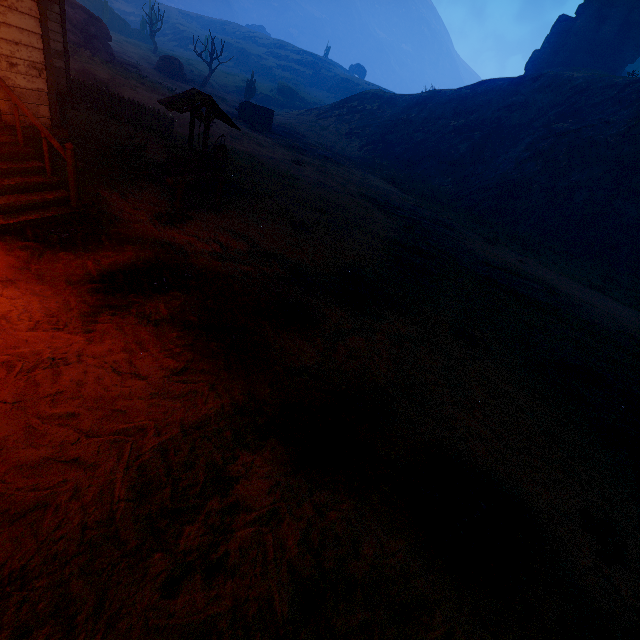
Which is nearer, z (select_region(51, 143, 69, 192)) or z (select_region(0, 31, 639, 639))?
z (select_region(0, 31, 639, 639))

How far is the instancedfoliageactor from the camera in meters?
37.6

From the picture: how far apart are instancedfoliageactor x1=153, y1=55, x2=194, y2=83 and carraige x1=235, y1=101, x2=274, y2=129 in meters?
15.5

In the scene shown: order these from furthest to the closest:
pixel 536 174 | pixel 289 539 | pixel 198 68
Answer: pixel 198 68 < pixel 536 174 < pixel 289 539

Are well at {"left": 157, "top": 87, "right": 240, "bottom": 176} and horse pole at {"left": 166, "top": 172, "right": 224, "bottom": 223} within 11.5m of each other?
yes

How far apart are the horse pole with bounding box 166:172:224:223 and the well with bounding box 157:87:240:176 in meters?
1.5

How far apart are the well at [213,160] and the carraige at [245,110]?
Answer: 25.50m

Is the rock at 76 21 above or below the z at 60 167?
above
